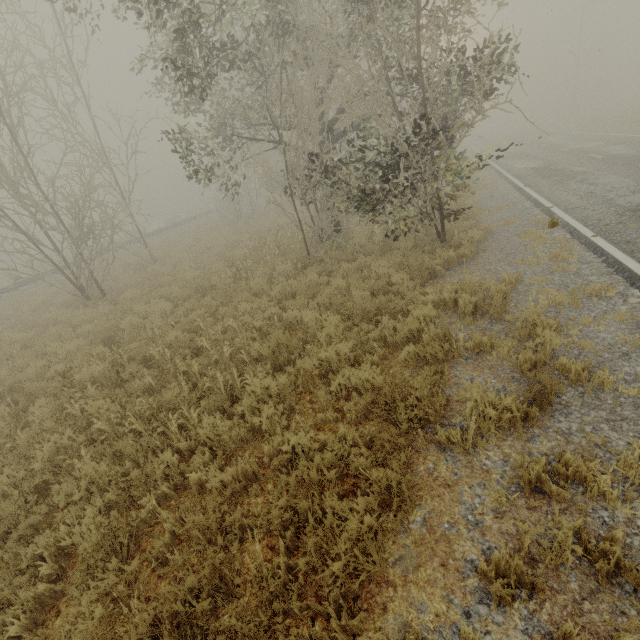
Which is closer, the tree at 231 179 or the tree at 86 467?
the tree at 86 467

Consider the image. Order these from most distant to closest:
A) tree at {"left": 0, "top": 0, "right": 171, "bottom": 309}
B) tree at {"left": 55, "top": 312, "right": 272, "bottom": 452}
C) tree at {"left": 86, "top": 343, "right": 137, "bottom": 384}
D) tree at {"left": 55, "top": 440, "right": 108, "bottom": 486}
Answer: tree at {"left": 0, "top": 0, "right": 171, "bottom": 309}
tree at {"left": 86, "top": 343, "right": 137, "bottom": 384}
tree at {"left": 55, "top": 312, "right": 272, "bottom": 452}
tree at {"left": 55, "top": 440, "right": 108, "bottom": 486}

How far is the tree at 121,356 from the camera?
6.9m

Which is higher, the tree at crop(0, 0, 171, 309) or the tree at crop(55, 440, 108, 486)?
the tree at crop(0, 0, 171, 309)

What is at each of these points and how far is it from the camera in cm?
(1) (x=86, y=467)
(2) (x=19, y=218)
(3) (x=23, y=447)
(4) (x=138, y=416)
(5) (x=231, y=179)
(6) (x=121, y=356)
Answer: (1) tree, 427
(2) tree, 1203
(3) tree, 495
(4) tree, 514
(5) tree, 2494
(6) tree, 721

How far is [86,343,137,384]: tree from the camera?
6.86m
